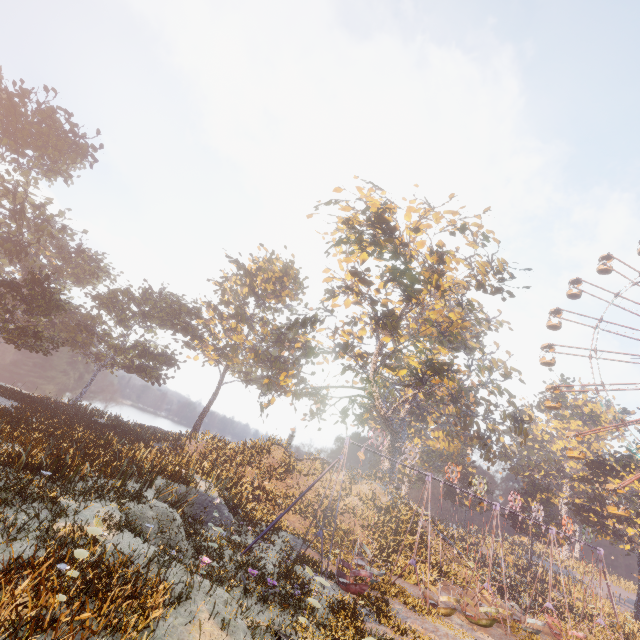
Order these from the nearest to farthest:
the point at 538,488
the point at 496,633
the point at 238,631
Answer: the point at 238,631 < the point at 496,633 < the point at 538,488

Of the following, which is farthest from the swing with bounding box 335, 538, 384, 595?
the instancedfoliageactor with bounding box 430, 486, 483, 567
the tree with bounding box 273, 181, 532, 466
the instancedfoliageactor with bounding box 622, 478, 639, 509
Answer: the instancedfoliageactor with bounding box 430, 486, 483, 567

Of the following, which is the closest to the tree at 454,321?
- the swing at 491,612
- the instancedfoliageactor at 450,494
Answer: the instancedfoliageactor at 450,494

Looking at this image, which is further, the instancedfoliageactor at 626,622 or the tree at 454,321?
the instancedfoliageactor at 626,622

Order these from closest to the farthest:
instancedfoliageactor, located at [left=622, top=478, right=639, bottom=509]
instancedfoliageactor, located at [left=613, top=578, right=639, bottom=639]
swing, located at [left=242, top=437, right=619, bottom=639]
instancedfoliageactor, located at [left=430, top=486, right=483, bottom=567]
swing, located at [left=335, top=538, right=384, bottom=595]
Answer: swing, located at [left=335, top=538, right=384, bottom=595]
swing, located at [left=242, top=437, right=619, bottom=639]
instancedfoliageactor, located at [left=613, top=578, right=639, bottom=639]
instancedfoliageactor, located at [left=430, top=486, right=483, bottom=567]
instancedfoliageactor, located at [left=622, top=478, right=639, bottom=509]

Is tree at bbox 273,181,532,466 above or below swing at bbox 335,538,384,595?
above

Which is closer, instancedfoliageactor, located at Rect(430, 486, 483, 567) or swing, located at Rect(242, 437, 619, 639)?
swing, located at Rect(242, 437, 619, 639)
